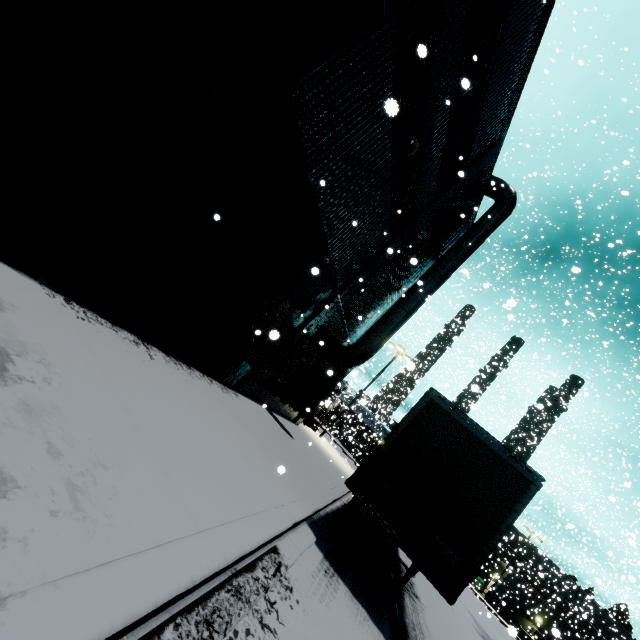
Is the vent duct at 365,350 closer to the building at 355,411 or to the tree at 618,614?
the building at 355,411

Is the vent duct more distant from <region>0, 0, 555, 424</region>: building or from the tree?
the tree

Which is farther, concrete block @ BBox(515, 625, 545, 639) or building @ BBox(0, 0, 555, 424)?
concrete block @ BBox(515, 625, 545, 639)

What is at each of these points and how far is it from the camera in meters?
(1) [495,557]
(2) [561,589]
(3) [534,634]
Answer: (1) building, 44.6
(2) building, 43.1
(3) concrete block, 35.4

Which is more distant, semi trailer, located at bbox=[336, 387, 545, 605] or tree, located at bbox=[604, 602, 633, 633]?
tree, located at bbox=[604, 602, 633, 633]

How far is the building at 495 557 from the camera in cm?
3825
